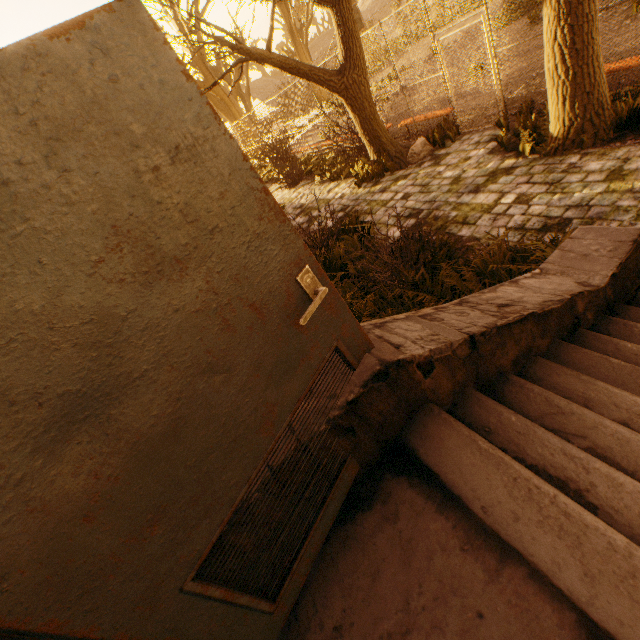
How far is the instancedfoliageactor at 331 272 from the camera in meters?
4.0 m

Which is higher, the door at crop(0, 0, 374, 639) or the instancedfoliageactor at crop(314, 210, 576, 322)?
the door at crop(0, 0, 374, 639)

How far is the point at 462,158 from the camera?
7.09m

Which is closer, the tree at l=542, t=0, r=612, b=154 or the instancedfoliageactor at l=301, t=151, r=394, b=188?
the tree at l=542, t=0, r=612, b=154

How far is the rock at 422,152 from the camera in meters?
8.2

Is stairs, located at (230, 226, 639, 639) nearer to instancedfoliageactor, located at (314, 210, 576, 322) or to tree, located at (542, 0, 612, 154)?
instancedfoliageactor, located at (314, 210, 576, 322)

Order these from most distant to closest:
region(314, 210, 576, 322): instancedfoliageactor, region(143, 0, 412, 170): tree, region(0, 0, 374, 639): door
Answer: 1. region(143, 0, 412, 170): tree
2. region(314, 210, 576, 322): instancedfoliageactor
3. region(0, 0, 374, 639): door
